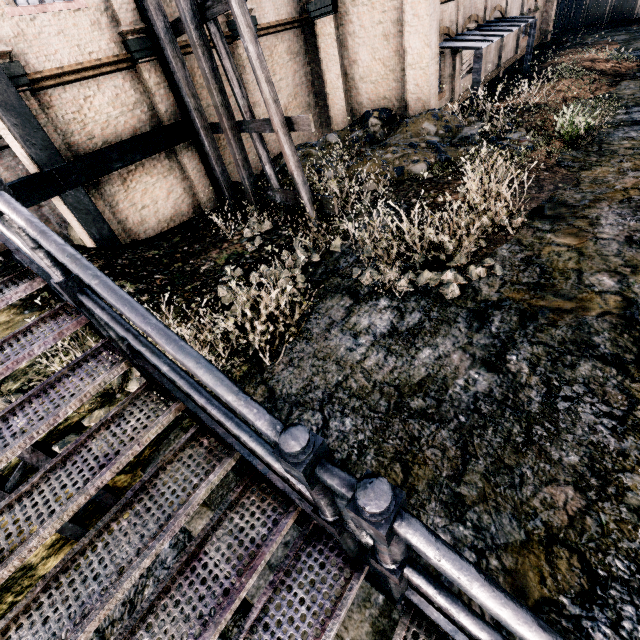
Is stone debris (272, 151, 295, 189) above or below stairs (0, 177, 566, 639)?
below

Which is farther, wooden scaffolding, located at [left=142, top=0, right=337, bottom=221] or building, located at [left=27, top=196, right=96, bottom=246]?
building, located at [left=27, top=196, right=96, bottom=246]

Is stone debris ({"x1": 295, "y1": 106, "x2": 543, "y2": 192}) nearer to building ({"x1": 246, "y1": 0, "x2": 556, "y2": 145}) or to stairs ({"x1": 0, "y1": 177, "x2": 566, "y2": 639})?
building ({"x1": 246, "y1": 0, "x2": 556, "y2": 145})

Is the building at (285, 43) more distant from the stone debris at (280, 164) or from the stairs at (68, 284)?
the stairs at (68, 284)

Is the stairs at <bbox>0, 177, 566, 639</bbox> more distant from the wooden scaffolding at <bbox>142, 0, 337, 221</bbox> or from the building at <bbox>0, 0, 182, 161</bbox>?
the wooden scaffolding at <bbox>142, 0, 337, 221</bbox>

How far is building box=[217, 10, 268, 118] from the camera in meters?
13.1 m

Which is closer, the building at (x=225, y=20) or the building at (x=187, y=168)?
the building at (x=187, y=168)

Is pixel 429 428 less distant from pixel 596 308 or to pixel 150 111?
pixel 596 308
